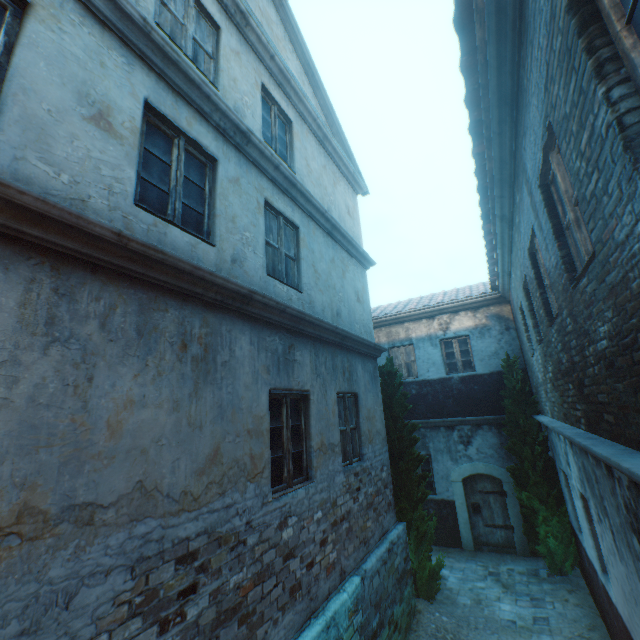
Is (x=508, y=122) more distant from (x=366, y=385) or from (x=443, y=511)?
(x=443, y=511)

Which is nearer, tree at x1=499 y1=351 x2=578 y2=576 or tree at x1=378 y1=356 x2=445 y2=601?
tree at x1=378 y1=356 x2=445 y2=601

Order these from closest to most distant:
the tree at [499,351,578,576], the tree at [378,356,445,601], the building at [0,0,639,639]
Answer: the building at [0,0,639,639], the tree at [378,356,445,601], the tree at [499,351,578,576]

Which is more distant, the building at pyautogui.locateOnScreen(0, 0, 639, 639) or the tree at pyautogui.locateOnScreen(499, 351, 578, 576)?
the tree at pyautogui.locateOnScreen(499, 351, 578, 576)

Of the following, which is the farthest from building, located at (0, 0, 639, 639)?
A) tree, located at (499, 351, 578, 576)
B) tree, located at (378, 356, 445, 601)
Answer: tree, located at (378, 356, 445, 601)

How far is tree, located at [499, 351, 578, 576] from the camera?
8.1 meters

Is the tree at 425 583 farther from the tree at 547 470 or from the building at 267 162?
the building at 267 162

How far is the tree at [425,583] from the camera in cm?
740
